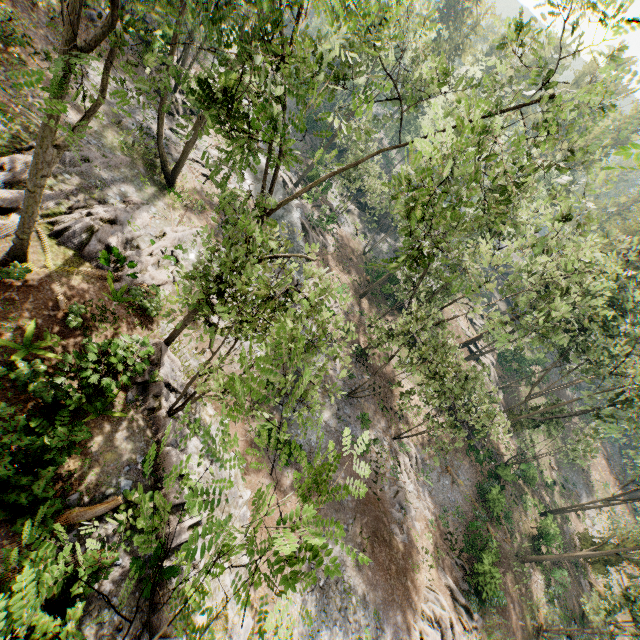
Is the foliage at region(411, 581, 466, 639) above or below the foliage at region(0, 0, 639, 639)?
below

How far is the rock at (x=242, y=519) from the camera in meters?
14.8 m

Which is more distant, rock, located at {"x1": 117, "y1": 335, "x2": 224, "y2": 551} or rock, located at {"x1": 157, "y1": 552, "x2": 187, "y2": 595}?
rock, located at {"x1": 117, "y1": 335, "x2": 224, "y2": 551}

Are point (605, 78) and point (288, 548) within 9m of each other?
no

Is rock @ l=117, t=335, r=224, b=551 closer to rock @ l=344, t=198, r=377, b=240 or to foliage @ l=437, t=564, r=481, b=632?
foliage @ l=437, t=564, r=481, b=632

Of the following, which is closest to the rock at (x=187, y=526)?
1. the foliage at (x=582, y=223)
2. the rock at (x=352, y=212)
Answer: the foliage at (x=582, y=223)

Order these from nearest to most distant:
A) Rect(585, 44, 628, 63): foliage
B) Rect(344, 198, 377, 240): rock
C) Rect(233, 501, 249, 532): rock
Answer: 1. Rect(585, 44, 628, 63): foliage
2. Rect(233, 501, 249, 532): rock
3. Rect(344, 198, 377, 240): rock
